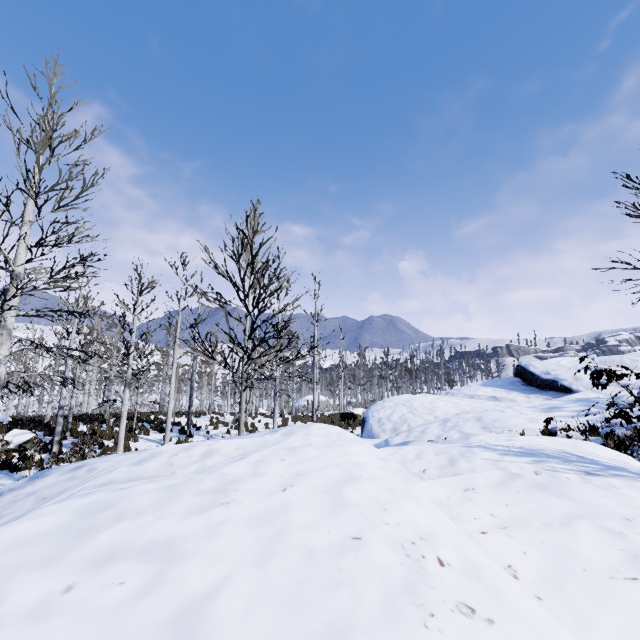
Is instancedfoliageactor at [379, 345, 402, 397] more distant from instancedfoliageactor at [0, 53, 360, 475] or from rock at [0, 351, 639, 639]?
rock at [0, 351, 639, 639]

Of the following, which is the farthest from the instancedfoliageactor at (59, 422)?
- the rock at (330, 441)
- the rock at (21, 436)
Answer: the rock at (330, 441)

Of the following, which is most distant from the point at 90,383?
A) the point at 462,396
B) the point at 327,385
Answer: the point at 462,396

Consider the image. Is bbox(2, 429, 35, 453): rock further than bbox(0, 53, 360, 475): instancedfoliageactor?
Yes

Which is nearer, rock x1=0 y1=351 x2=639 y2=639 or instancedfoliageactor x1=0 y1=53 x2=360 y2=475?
rock x1=0 y1=351 x2=639 y2=639

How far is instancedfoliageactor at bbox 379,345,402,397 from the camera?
28.4m

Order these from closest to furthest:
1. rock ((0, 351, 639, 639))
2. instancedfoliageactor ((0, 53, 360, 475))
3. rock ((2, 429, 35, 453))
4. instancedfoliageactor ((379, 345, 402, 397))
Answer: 1. rock ((0, 351, 639, 639))
2. instancedfoliageactor ((0, 53, 360, 475))
3. rock ((2, 429, 35, 453))
4. instancedfoliageactor ((379, 345, 402, 397))

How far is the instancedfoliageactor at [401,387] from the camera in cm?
2838
